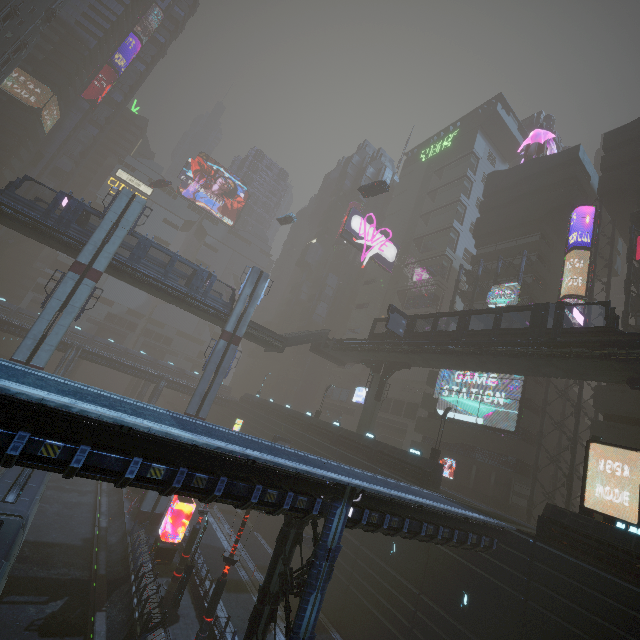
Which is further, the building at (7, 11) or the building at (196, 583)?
the building at (7, 11)

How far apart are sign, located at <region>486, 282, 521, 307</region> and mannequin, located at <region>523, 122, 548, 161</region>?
22.45m

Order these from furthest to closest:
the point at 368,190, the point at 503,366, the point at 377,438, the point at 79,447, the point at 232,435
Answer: the point at 377,438 → the point at 368,190 → the point at 503,366 → the point at 232,435 → the point at 79,447

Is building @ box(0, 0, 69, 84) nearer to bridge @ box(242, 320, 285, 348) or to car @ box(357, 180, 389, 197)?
car @ box(357, 180, 389, 197)

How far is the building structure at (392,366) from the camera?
35.9 meters

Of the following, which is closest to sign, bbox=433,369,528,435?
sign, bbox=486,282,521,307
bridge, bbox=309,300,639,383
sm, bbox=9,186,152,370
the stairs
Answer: bridge, bbox=309,300,639,383

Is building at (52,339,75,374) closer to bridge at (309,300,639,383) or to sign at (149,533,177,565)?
sign at (149,533,177,565)

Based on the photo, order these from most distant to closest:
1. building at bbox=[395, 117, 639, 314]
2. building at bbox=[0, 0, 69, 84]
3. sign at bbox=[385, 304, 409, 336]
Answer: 1. building at bbox=[0, 0, 69, 84]
2. building at bbox=[395, 117, 639, 314]
3. sign at bbox=[385, 304, 409, 336]
